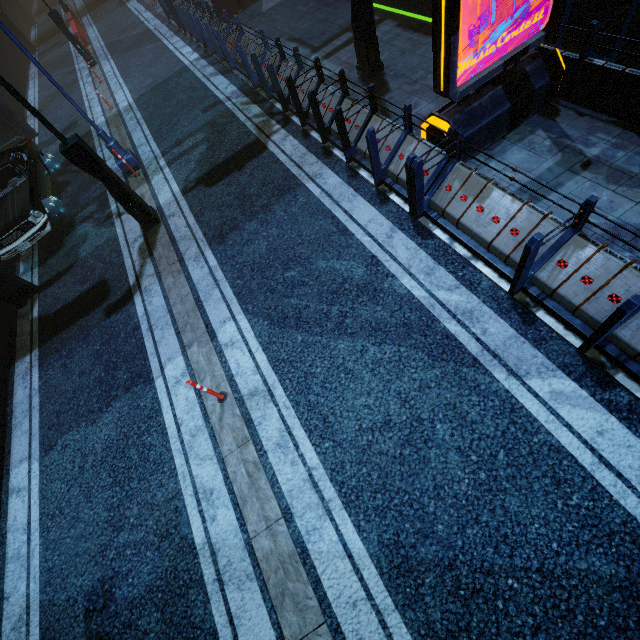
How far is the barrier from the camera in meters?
20.7

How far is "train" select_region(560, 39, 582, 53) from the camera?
7.0 meters

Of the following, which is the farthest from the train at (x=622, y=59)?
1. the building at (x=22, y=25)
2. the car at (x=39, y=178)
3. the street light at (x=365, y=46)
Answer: the car at (x=39, y=178)

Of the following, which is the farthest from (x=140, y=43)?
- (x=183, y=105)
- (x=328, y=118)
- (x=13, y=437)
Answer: (x=13, y=437)

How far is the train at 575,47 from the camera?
7.0m

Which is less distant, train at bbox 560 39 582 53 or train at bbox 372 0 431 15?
train at bbox 560 39 582 53

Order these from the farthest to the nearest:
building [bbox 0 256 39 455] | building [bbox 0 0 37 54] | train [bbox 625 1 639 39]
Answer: building [bbox 0 0 37 54], building [bbox 0 256 39 455], train [bbox 625 1 639 39]

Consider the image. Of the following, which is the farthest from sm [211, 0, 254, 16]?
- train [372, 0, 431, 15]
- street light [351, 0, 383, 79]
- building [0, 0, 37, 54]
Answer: street light [351, 0, 383, 79]
